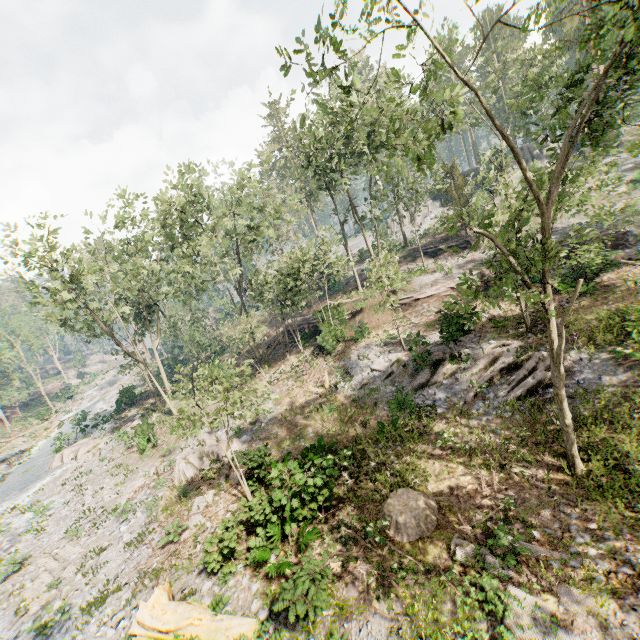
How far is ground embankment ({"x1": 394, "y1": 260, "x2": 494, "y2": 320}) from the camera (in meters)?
25.98

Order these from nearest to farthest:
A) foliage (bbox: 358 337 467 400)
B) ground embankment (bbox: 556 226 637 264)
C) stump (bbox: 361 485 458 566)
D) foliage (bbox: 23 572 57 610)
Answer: stump (bbox: 361 485 458 566) → foliage (bbox: 23 572 57 610) → foliage (bbox: 358 337 467 400) → ground embankment (bbox: 556 226 637 264)

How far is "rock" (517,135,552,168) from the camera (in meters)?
47.08

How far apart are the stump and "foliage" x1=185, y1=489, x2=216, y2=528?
7.49m

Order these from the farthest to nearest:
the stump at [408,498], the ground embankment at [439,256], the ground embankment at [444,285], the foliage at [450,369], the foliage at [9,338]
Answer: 1. the foliage at [9,338]
2. the ground embankment at [439,256]
3. the ground embankment at [444,285]
4. the foliage at [450,369]
5. the stump at [408,498]

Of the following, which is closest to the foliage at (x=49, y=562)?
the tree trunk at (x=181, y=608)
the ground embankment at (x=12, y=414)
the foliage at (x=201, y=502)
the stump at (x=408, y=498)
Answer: the foliage at (x=201, y=502)

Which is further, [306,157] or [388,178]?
[306,157]

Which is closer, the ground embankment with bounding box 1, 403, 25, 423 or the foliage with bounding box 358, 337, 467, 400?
the foliage with bounding box 358, 337, 467, 400
